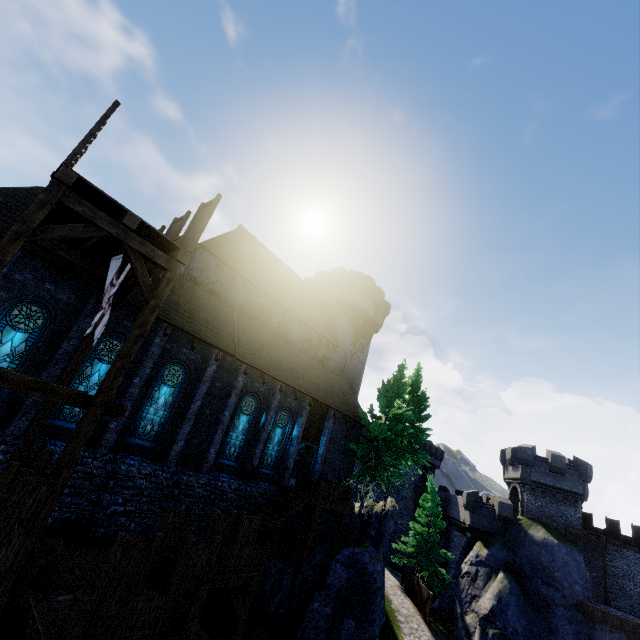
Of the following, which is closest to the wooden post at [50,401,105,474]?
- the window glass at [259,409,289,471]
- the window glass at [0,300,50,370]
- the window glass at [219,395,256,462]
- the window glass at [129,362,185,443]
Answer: the window glass at [0,300,50,370]

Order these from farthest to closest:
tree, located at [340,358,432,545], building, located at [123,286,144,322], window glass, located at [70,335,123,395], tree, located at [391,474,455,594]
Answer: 1. tree, located at [391,474,455,594]
2. tree, located at [340,358,432,545]
3. building, located at [123,286,144,322]
4. window glass, located at [70,335,123,395]

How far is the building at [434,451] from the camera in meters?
48.4

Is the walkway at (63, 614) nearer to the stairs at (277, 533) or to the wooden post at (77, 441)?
the stairs at (277, 533)

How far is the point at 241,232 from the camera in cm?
2580

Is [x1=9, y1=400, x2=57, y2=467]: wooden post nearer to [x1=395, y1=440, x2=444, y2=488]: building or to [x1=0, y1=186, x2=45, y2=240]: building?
[x1=0, y1=186, x2=45, y2=240]: building

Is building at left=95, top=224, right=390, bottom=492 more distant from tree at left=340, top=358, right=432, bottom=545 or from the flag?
the flag

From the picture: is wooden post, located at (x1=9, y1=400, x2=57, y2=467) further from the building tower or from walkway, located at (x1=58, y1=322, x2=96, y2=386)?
the building tower
